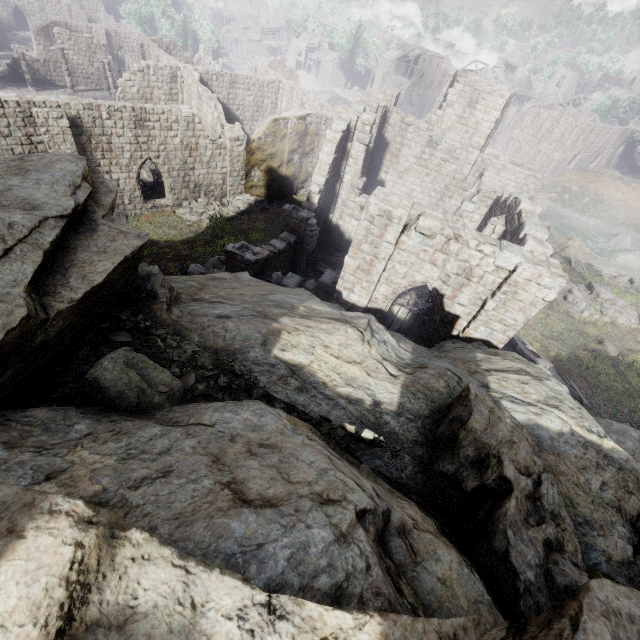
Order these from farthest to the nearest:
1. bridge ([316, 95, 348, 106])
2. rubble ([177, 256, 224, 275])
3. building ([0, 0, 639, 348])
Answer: bridge ([316, 95, 348, 106])
rubble ([177, 256, 224, 275])
building ([0, 0, 639, 348])

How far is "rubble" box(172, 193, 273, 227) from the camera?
22.2 meters

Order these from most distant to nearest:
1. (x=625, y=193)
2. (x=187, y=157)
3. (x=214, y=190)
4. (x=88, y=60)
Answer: (x=625, y=193) < (x=88, y=60) < (x=214, y=190) < (x=187, y=157)

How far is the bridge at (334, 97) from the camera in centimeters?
5800cm

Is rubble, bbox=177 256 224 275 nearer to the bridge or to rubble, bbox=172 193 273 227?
rubble, bbox=172 193 273 227

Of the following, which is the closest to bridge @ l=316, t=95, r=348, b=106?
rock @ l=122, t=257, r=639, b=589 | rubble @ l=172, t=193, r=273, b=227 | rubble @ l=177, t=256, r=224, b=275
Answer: rubble @ l=172, t=193, r=273, b=227

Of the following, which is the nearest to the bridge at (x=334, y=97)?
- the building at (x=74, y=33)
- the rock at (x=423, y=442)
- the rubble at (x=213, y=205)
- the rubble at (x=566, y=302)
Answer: the building at (x=74, y=33)

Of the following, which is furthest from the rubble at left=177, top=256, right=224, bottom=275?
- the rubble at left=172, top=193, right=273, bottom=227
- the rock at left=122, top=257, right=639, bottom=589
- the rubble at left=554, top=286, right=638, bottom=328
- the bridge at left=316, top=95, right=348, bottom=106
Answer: the bridge at left=316, top=95, right=348, bottom=106
